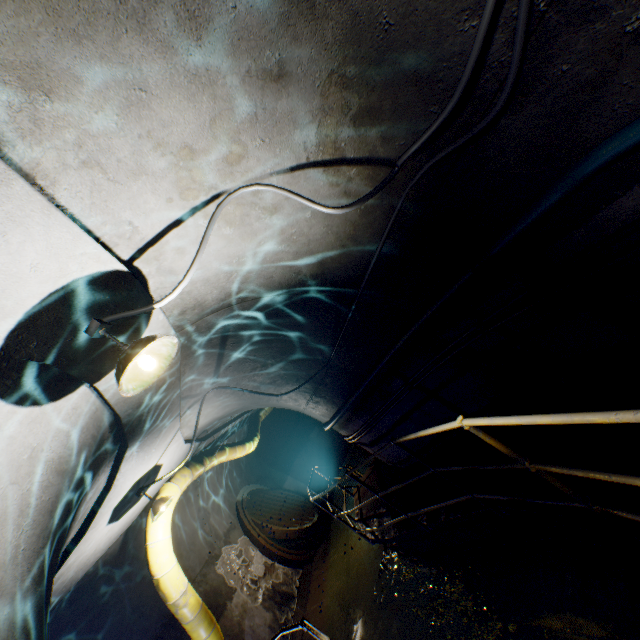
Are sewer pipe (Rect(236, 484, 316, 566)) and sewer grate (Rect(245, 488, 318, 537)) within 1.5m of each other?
yes

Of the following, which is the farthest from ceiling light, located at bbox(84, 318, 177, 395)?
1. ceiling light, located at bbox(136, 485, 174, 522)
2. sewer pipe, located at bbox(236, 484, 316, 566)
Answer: sewer pipe, located at bbox(236, 484, 316, 566)

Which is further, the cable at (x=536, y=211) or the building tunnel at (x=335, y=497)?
the building tunnel at (x=335, y=497)

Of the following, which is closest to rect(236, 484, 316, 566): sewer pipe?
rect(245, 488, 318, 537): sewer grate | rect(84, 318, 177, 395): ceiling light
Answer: rect(245, 488, 318, 537): sewer grate

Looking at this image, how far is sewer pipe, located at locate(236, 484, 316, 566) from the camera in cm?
920

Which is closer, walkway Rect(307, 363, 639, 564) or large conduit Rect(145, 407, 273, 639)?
walkway Rect(307, 363, 639, 564)

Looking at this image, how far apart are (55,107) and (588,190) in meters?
2.8

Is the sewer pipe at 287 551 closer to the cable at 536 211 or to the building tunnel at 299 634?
the building tunnel at 299 634
